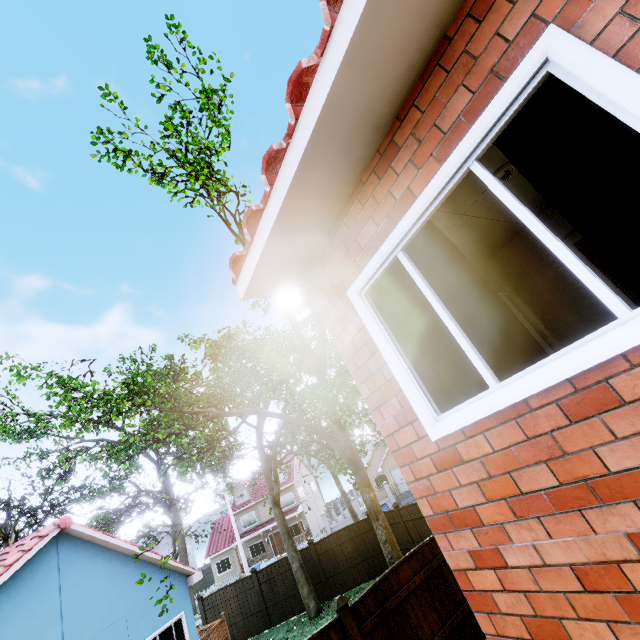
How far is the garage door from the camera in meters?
33.8 m

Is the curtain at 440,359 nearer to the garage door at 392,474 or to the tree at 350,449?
the tree at 350,449

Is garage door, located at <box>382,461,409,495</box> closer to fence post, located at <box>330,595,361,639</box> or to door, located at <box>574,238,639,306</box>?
fence post, located at <box>330,595,361,639</box>

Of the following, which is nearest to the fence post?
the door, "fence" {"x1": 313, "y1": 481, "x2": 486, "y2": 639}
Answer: "fence" {"x1": 313, "y1": 481, "x2": 486, "y2": 639}

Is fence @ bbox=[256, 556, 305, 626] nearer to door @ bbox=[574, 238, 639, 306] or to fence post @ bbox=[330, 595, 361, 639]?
fence post @ bbox=[330, 595, 361, 639]

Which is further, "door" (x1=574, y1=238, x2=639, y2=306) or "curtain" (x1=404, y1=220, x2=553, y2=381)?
"door" (x1=574, y1=238, x2=639, y2=306)

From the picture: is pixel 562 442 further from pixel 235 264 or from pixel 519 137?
pixel 235 264

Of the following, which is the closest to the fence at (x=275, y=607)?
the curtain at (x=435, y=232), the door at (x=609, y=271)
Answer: the curtain at (x=435, y=232)
